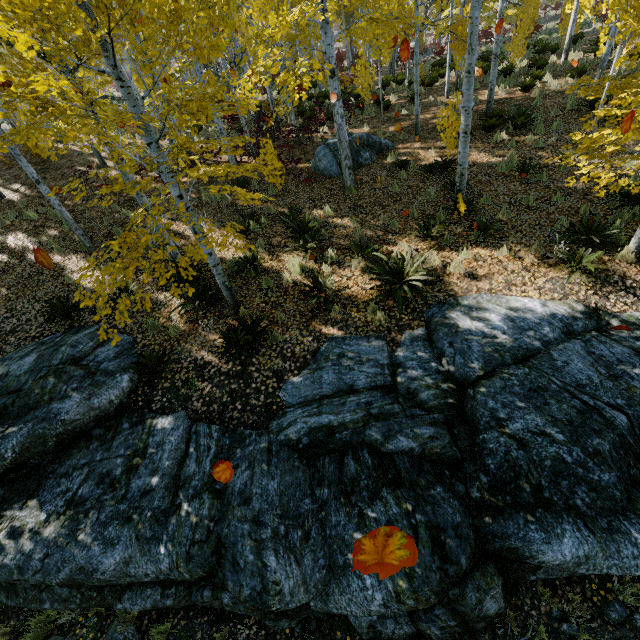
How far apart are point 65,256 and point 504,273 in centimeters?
1203cm

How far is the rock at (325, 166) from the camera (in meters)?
11.35

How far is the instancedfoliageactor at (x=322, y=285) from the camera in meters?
6.9

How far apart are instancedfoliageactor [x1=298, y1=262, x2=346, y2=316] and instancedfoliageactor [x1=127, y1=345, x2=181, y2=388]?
3.5 meters

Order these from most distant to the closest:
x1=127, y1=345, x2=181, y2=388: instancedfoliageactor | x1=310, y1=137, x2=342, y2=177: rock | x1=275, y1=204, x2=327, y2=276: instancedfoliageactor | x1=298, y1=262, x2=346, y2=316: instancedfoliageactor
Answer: x1=310, y1=137, x2=342, y2=177: rock < x1=275, y1=204, x2=327, y2=276: instancedfoliageactor < x1=298, y1=262, x2=346, y2=316: instancedfoliageactor < x1=127, y1=345, x2=181, y2=388: instancedfoliageactor

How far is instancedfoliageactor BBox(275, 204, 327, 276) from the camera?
7.96m

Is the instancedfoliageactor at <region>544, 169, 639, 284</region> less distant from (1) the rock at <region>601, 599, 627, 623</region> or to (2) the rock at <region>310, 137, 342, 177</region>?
(1) the rock at <region>601, 599, 627, 623</region>
